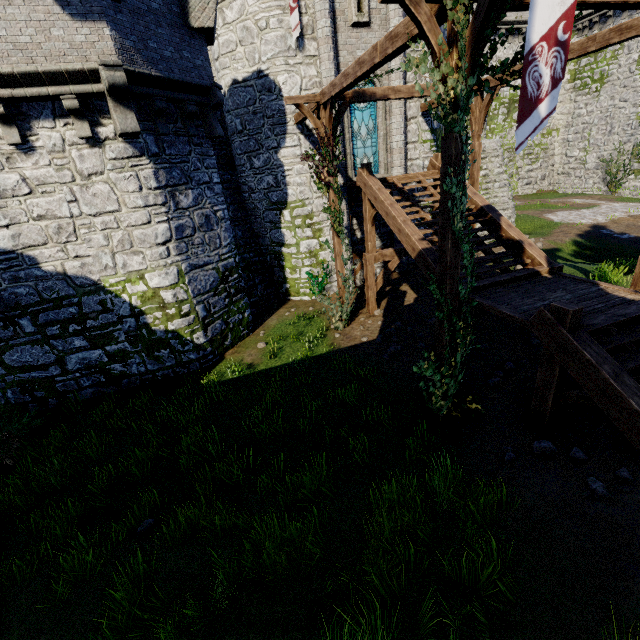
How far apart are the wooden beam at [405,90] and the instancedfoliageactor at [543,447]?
10.3 meters

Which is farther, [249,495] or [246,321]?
[246,321]

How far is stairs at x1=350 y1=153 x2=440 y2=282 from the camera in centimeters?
913cm

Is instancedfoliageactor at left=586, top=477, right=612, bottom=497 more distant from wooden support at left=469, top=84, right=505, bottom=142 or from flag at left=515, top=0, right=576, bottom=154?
wooden support at left=469, top=84, right=505, bottom=142

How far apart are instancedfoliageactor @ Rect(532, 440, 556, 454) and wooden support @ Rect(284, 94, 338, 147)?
9.5m

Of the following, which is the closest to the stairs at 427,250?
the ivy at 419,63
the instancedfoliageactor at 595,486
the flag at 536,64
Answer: the ivy at 419,63

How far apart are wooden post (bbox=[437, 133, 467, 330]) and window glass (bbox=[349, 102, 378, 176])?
9.79m

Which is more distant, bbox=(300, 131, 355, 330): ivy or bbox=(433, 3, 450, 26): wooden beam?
bbox=(300, 131, 355, 330): ivy
